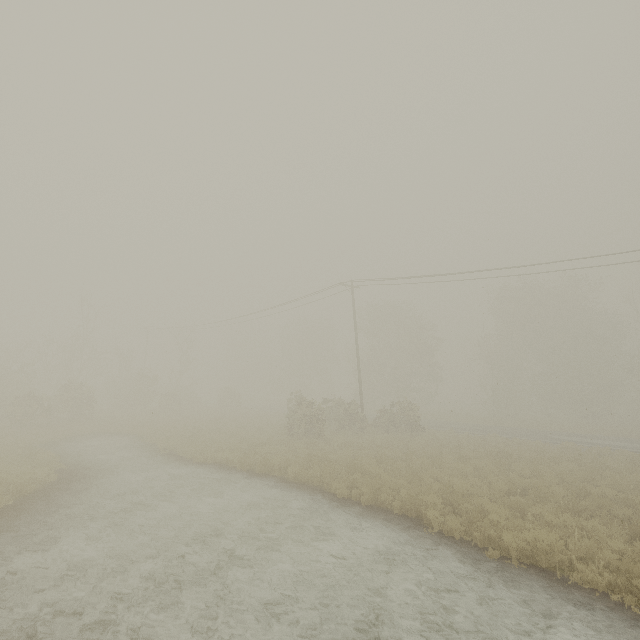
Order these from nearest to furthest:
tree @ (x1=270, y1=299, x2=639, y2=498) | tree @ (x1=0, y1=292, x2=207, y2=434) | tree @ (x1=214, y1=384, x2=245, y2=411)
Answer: tree @ (x1=270, y1=299, x2=639, y2=498), tree @ (x1=0, y1=292, x2=207, y2=434), tree @ (x1=214, y1=384, x2=245, y2=411)

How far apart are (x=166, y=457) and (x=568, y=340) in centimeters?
4063cm

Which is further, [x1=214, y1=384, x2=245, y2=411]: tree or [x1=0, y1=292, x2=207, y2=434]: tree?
[x1=214, y1=384, x2=245, y2=411]: tree

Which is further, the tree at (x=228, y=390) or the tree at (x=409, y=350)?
the tree at (x=228, y=390)

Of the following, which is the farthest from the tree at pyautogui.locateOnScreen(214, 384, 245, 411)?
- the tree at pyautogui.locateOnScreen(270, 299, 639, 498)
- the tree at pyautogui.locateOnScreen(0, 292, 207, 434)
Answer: the tree at pyautogui.locateOnScreen(270, 299, 639, 498)

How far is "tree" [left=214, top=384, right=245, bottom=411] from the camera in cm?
4172

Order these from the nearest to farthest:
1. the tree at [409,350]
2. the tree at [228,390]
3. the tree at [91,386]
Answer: the tree at [409,350]
the tree at [91,386]
the tree at [228,390]
